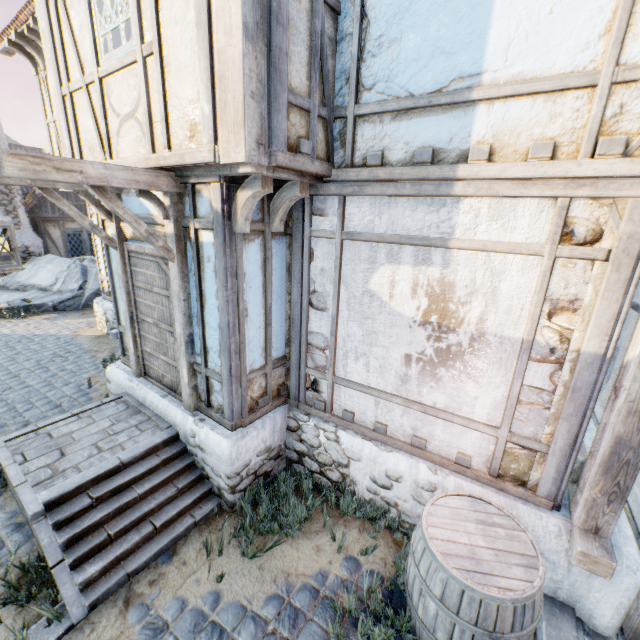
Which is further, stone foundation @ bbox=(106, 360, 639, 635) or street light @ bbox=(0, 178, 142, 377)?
street light @ bbox=(0, 178, 142, 377)

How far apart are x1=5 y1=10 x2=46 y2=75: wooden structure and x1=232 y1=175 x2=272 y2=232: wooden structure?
7.76m

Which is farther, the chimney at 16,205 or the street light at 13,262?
the chimney at 16,205

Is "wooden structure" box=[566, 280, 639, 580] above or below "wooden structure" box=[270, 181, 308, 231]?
below

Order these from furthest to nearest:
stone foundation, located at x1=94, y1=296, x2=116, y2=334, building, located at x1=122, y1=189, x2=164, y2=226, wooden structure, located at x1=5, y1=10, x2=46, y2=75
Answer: stone foundation, located at x1=94, y1=296, x2=116, y2=334, wooden structure, located at x1=5, y1=10, x2=46, y2=75, building, located at x1=122, y1=189, x2=164, y2=226

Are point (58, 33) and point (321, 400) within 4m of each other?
no

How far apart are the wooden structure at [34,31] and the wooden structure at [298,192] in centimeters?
775cm

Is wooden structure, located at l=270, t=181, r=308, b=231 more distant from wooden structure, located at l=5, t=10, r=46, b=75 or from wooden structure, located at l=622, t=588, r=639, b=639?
wooden structure, located at l=5, t=10, r=46, b=75
